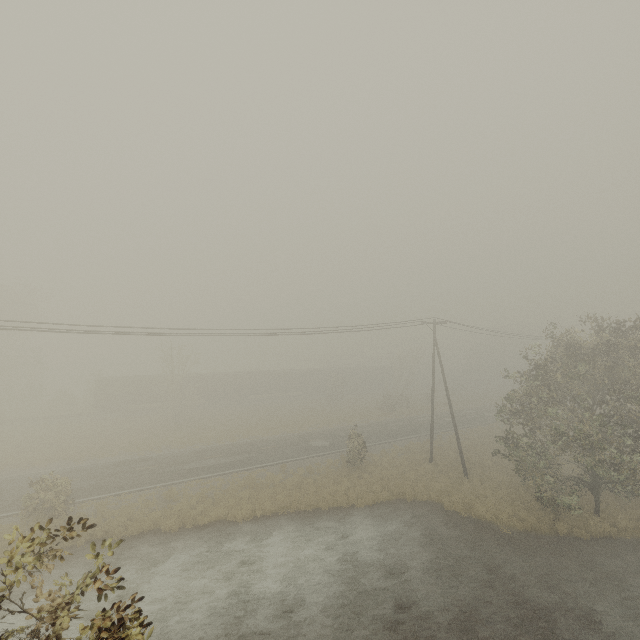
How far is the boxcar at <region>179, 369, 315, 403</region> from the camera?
49.4 meters

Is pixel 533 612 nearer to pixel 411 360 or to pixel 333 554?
pixel 333 554

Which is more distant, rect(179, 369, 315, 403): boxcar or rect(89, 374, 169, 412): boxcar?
rect(179, 369, 315, 403): boxcar

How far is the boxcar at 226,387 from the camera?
49.44m

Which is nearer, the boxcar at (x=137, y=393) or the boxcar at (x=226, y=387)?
the boxcar at (x=137, y=393)
